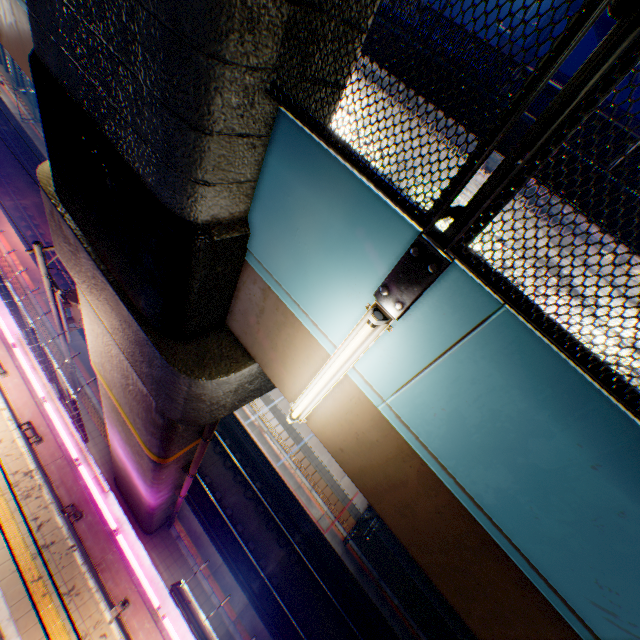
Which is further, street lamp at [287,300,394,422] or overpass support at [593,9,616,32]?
overpass support at [593,9,616,32]

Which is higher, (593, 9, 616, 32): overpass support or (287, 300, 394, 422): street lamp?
(593, 9, 616, 32): overpass support

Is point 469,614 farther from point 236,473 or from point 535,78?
point 236,473

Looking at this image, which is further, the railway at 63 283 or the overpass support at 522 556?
the railway at 63 283

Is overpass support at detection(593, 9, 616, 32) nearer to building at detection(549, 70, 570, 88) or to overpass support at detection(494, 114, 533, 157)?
overpass support at detection(494, 114, 533, 157)

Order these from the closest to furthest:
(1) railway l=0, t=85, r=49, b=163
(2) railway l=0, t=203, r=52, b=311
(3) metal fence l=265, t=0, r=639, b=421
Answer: (3) metal fence l=265, t=0, r=639, b=421 < (2) railway l=0, t=203, r=52, b=311 < (1) railway l=0, t=85, r=49, b=163

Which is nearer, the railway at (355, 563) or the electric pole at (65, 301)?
the electric pole at (65, 301)

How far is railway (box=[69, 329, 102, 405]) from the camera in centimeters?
1706cm
